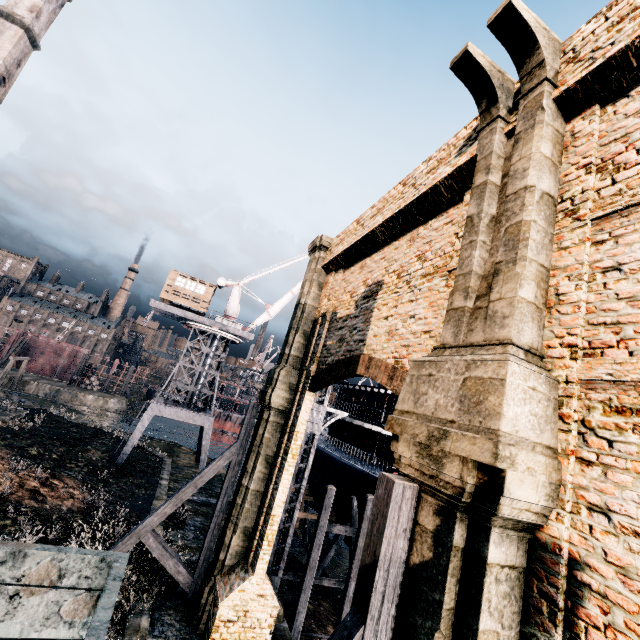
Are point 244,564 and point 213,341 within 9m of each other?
no

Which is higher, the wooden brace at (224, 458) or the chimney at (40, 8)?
the chimney at (40, 8)

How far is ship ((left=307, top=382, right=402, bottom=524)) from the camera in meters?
23.0

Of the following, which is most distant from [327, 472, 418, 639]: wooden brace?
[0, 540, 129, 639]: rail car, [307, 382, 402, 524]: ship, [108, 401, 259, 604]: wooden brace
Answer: [307, 382, 402, 524]: ship

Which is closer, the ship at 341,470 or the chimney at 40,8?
the ship at 341,470

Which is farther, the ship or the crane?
the crane

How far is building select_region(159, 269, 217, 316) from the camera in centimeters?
3203cm

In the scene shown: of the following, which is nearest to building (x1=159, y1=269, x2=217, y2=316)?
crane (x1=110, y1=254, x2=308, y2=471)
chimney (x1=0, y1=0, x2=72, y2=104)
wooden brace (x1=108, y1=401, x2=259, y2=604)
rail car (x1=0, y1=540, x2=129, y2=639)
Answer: crane (x1=110, y1=254, x2=308, y2=471)
